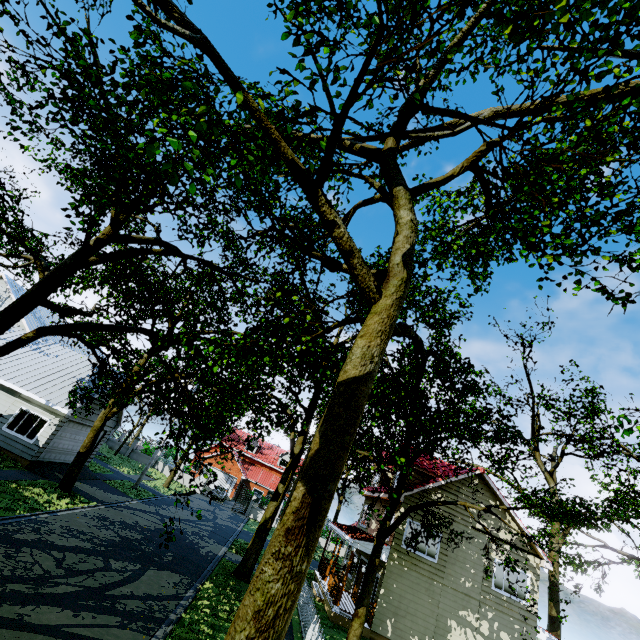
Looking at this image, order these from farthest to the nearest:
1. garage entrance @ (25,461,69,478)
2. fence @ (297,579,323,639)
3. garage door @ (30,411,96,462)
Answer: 1. garage door @ (30,411,96,462)
2. garage entrance @ (25,461,69,478)
3. fence @ (297,579,323,639)

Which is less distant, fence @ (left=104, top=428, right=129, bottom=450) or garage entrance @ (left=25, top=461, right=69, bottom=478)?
garage entrance @ (left=25, top=461, right=69, bottom=478)

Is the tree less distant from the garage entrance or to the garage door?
the garage entrance

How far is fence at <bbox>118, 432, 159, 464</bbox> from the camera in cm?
3869

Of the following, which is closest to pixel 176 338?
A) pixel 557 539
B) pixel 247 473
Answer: pixel 247 473

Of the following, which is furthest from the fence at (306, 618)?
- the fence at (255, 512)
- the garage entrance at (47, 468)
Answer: the fence at (255, 512)

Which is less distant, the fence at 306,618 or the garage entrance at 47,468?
the fence at 306,618

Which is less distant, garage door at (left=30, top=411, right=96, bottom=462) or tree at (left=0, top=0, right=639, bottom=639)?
tree at (left=0, top=0, right=639, bottom=639)
